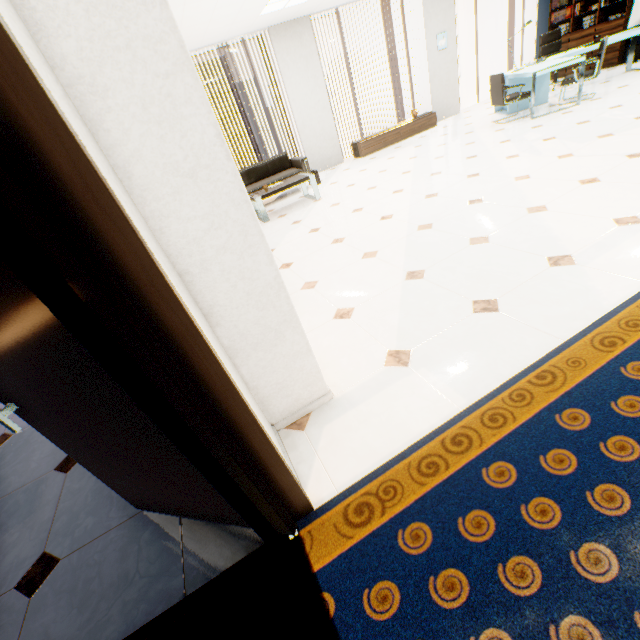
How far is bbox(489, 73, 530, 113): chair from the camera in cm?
614

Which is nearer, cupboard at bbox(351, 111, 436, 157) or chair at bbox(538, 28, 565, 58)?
chair at bbox(538, 28, 565, 58)

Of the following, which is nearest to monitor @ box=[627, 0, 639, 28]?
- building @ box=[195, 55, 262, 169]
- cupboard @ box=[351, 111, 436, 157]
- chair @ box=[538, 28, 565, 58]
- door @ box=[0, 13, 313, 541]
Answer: chair @ box=[538, 28, 565, 58]

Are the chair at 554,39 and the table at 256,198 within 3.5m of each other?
no

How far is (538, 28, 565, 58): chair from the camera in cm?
761

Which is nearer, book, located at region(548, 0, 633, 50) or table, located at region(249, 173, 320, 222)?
table, located at region(249, 173, 320, 222)

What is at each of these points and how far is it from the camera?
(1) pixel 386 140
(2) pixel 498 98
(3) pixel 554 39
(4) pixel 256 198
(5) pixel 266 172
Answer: (1) cupboard, 8.2 meters
(2) chair, 6.4 meters
(3) chair, 7.7 meters
(4) table, 5.6 meters
(5) sofa, 7.1 meters

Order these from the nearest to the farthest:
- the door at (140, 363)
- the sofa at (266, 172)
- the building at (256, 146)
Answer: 1. the door at (140, 363)
2. the sofa at (266, 172)
3. the building at (256, 146)
